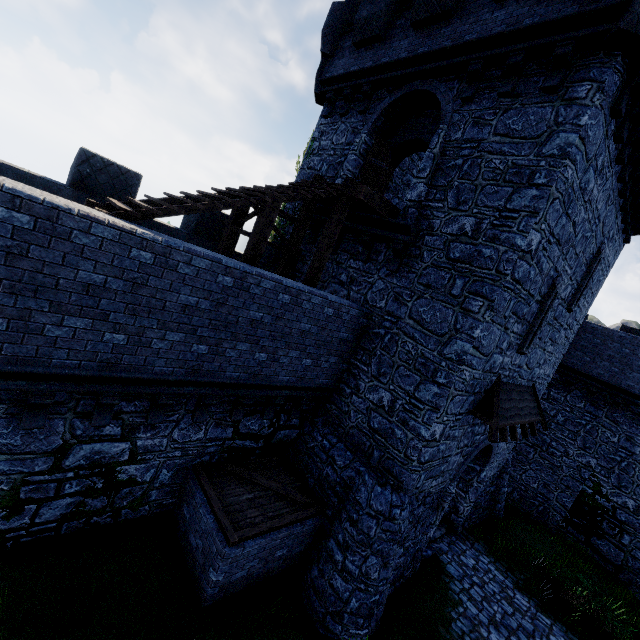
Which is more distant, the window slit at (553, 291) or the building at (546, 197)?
the window slit at (553, 291)

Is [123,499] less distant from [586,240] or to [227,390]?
[227,390]

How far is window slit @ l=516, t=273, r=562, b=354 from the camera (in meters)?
9.09

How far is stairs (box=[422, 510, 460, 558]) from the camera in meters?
11.0

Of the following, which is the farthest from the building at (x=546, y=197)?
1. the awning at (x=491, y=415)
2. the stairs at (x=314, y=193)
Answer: the stairs at (x=314, y=193)

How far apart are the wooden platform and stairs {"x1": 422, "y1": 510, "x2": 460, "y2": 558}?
10.1m

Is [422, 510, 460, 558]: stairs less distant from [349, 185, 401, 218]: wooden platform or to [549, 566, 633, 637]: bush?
[549, 566, 633, 637]: bush

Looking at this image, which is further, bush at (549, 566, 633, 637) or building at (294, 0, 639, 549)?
bush at (549, 566, 633, 637)
